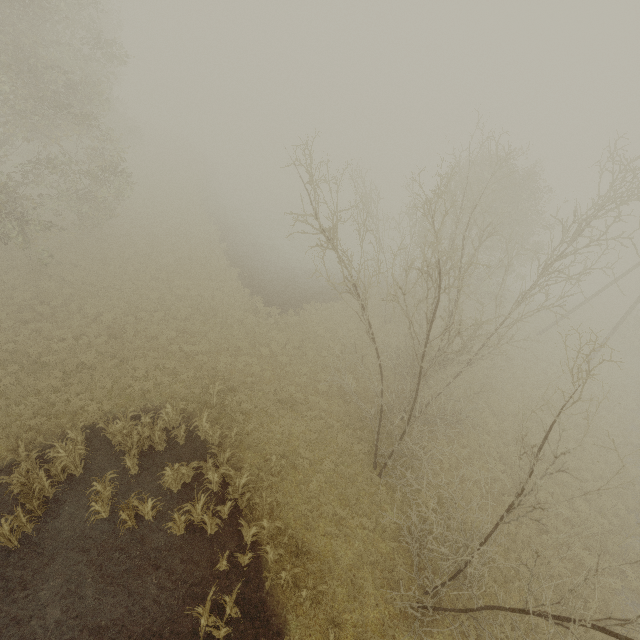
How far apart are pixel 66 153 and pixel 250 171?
24.3 meters

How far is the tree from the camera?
9.87m

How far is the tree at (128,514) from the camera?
9.9m
